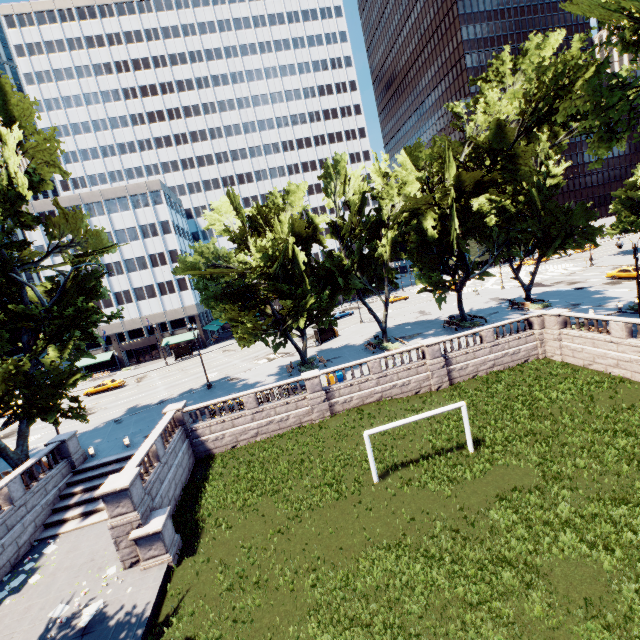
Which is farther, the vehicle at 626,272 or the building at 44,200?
the building at 44,200

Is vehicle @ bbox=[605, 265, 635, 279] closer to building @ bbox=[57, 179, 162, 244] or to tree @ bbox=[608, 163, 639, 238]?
tree @ bbox=[608, 163, 639, 238]

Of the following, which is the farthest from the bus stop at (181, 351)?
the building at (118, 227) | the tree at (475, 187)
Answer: the tree at (475, 187)

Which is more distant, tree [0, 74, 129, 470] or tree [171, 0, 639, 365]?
tree [0, 74, 129, 470]

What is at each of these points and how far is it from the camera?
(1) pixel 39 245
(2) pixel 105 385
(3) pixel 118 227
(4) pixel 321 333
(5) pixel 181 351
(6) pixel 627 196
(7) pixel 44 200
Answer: (1) building, 57.78m
(2) vehicle, 45.69m
(3) building, 59.53m
(4) bus stop, 43.97m
(5) bus stop, 58.09m
(6) tree, 54.53m
(7) building, 57.00m

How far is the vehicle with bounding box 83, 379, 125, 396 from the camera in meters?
45.4 m

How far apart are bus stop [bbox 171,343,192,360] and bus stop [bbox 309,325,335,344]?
25.5 meters

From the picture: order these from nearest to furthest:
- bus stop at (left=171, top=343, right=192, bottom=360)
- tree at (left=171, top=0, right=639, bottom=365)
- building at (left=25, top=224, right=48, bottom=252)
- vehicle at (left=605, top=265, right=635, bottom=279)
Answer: tree at (left=171, top=0, right=639, bottom=365)
vehicle at (left=605, top=265, right=635, bottom=279)
bus stop at (left=171, top=343, right=192, bottom=360)
building at (left=25, top=224, right=48, bottom=252)
